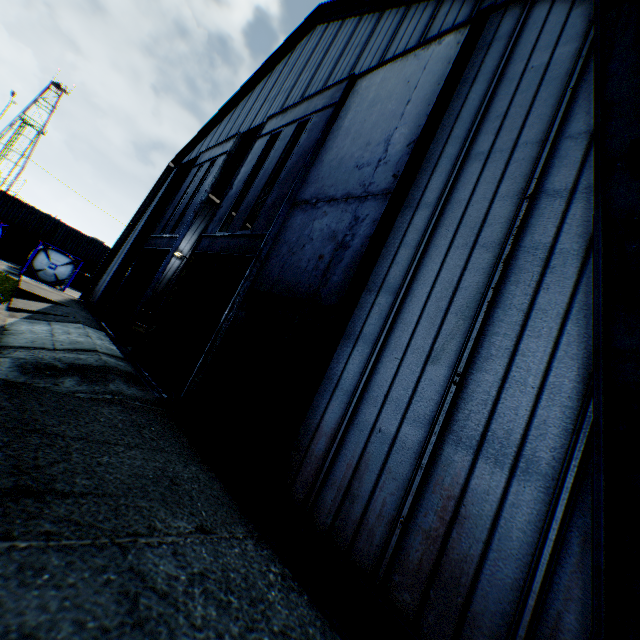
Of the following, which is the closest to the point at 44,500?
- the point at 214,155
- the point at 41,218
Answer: the point at 214,155

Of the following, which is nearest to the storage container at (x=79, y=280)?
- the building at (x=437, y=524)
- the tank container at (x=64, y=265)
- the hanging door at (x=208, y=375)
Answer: the tank container at (x=64, y=265)

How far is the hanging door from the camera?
6.1 meters

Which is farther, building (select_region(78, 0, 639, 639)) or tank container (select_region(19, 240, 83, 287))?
tank container (select_region(19, 240, 83, 287))

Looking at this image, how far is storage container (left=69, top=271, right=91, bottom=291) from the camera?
34.28m

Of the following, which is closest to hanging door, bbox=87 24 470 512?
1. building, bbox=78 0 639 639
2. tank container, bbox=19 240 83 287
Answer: building, bbox=78 0 639 639

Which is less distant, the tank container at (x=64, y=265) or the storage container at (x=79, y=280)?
the tank container at (x=64, y=265)

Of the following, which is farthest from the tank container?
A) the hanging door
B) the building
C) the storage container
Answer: the hanging door
